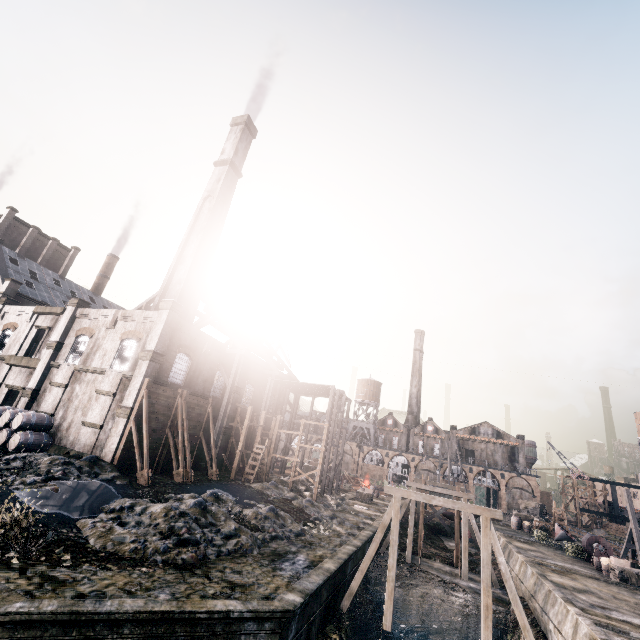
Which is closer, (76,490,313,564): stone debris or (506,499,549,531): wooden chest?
(76,490,313,564): stone debris

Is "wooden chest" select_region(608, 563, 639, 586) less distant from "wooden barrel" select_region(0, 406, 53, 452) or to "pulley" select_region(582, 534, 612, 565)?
"pulley" select_region(582, 534, 612, 565)

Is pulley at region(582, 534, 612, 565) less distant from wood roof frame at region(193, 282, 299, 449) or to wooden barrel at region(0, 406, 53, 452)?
wood roof frame at region(193, 282, 299, 449)

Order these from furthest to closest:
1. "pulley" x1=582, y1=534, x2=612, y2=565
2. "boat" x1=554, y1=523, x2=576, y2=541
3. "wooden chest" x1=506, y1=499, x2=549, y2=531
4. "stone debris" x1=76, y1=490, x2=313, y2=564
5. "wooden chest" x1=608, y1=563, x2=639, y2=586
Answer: "wooden chest" x1=506, y1=499, x2=549, y2=531, "boat" x1=554, y1=523, x2=576, y2=541, "pulley" x1=582, y1=534, x2=612, y2=565, "wooden chest" x1=608, y1=563, x2=639, y2=586, "stone debris" x1=76, y1=490, x2=313, y2=564

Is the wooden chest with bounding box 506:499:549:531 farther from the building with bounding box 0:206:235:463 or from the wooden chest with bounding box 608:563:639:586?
the building with bounding box 0:206:235:463

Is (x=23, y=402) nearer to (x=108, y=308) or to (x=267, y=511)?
(x=267, y=511)

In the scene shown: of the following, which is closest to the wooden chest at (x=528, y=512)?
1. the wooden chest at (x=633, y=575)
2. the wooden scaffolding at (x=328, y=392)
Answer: the wooden chest at (x=633, y=575)

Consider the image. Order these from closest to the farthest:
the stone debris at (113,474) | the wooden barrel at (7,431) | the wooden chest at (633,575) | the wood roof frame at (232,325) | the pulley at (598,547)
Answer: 1. the stone debris at (113,474)
2. the wooden barrel at (7,431)
3. the wooden chest at (633,575)
4. the pulley at (598,547)
5. the wood roof frame at (232,325)
